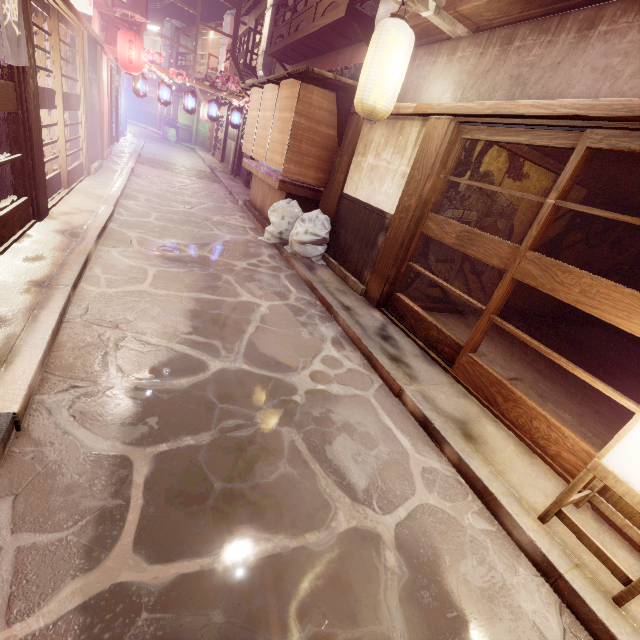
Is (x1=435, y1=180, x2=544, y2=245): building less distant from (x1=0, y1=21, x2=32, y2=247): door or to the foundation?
the foundation

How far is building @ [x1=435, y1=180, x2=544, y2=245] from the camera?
9.2 meters

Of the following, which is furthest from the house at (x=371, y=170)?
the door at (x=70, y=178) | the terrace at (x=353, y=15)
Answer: the door at (x=70, y=178)

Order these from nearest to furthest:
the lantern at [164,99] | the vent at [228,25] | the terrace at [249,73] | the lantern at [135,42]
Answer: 1. the lantern at [135,42]
2. the lantern at [164,99]
3. the terrace at [249,73]
4. the vent at [228,25]

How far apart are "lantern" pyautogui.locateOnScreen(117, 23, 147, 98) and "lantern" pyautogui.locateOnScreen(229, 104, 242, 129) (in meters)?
5.52

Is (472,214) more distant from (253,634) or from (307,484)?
(253,634)

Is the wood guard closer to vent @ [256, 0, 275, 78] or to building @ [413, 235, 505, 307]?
building @ [413, 235, 505, 307]

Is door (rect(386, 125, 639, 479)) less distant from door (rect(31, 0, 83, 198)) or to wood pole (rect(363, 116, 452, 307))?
wood pole (rect(363, 116, 452, 307))
